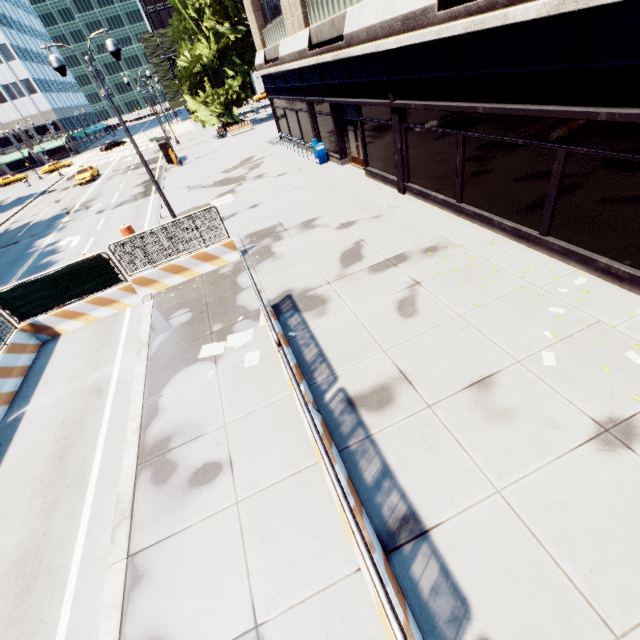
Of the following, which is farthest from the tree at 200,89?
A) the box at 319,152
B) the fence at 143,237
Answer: the box at 319,152

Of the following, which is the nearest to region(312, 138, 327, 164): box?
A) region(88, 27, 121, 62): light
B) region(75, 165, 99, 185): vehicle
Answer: region(88, 27, 121, 62): light

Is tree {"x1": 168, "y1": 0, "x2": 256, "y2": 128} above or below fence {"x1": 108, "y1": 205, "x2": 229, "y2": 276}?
above

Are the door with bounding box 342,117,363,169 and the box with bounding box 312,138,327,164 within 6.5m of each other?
yes

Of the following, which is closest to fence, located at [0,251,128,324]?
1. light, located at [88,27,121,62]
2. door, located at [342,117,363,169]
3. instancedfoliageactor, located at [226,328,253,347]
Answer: instancedfoliageactor, located at [226,328,253,347]

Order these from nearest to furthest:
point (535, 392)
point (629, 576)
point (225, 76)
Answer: point (629, 576) < point (535, 392) < point (225, 76)

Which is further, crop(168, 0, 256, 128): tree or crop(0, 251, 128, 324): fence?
crop(168, 0, 256, 128): tree

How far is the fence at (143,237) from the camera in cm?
1103
